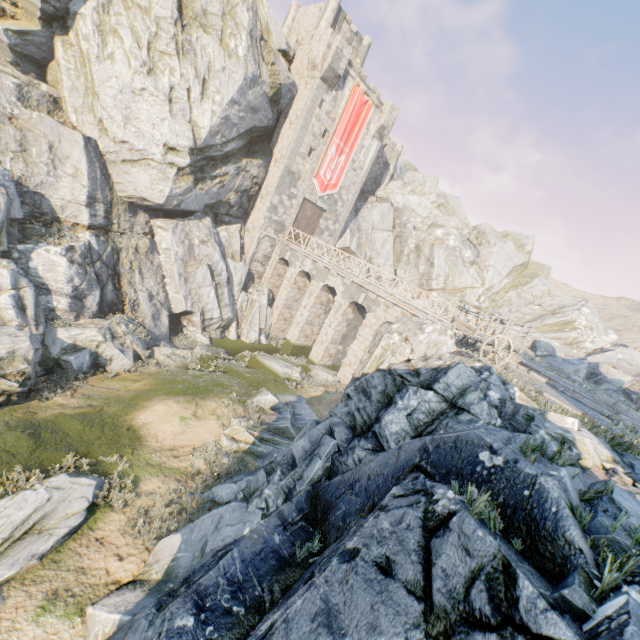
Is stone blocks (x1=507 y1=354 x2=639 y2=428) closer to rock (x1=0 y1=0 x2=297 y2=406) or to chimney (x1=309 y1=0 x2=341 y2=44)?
rock (x1=0 y1=0 x2=297 y2=406)

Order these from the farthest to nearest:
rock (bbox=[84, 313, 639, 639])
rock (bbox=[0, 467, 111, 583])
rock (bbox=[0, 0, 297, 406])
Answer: rock (bbox=[0, 0, 297, 406]), rock (bbox=[0, 467, 111, 583]), rock (bbox=[84, 313, 639, 639])

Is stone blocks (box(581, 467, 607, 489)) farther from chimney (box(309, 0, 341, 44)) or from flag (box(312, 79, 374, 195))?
chimney (box(309, 0, 341, 44))

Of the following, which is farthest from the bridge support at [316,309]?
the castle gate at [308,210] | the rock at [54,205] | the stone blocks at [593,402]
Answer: the stone blocks at [593,402]

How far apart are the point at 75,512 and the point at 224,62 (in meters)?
23.96

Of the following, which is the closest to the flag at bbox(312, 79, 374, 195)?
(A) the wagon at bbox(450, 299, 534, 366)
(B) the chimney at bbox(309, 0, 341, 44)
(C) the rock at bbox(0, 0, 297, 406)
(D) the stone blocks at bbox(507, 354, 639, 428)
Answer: (C) the rock at bbox(0, 0, 297, 406)

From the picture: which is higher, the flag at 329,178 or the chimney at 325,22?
the chimney at 325,22

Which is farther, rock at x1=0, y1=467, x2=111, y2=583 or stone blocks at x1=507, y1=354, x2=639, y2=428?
stone blocks at x1=507, y1=354, x2=639, y2=428
